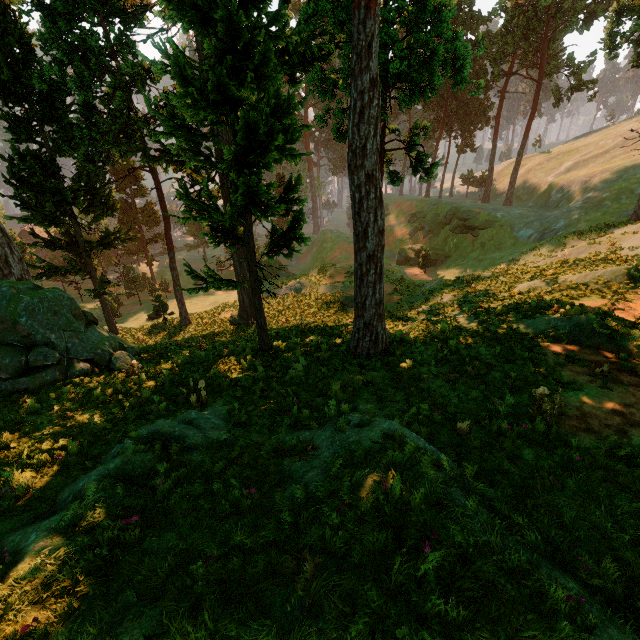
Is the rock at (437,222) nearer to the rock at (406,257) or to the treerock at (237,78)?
the rock at (406,257)

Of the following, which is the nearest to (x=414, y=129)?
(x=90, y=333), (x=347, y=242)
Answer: (x=90, y=333)

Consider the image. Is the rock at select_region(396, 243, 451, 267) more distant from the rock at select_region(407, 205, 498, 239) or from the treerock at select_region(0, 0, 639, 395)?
the treerock at select_region(0, 0, 639, 395)

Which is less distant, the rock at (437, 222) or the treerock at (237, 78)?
the treerock at (237, 78)

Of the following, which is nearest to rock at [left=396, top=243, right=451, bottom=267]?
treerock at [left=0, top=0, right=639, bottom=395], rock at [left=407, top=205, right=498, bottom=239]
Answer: rock at [left=407, top=205, right=498, bottom=239]

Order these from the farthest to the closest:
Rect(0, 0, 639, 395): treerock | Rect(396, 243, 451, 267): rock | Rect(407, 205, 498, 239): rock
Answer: Rect(396, 243, 451, 267): rock
Rect(407, 205, 498, 239): rock
Rect(0, 0, 639, 395): treerock
